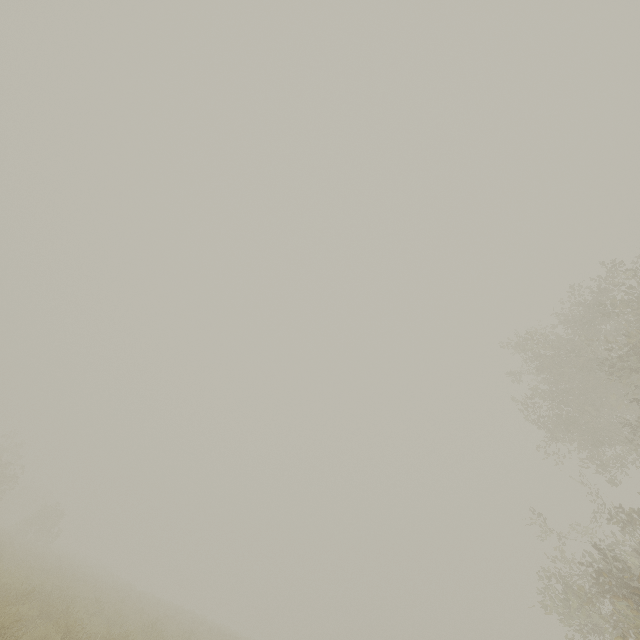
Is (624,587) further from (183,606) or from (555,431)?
(183,606)
